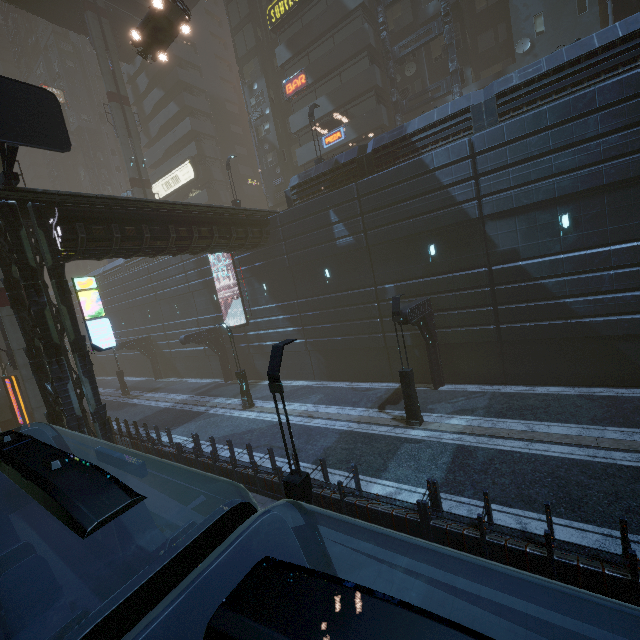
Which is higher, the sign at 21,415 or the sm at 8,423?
the sign at 21,415

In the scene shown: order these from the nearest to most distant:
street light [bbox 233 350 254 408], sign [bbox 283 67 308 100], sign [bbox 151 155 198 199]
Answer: street light [bbox 233 350 254 408] → sign [bbox 283 67 308 100] → sign [bbox 151 155 198 199]

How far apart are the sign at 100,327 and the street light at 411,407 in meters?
12.2

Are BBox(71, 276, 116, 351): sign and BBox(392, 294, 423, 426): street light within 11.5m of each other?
no

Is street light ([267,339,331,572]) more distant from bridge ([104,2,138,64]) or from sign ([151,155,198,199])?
sign ([151,155,198,199])

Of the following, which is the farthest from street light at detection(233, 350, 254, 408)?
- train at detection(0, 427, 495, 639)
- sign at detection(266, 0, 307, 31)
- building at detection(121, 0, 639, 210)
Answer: sign at detection(266, 0, 307, 31)

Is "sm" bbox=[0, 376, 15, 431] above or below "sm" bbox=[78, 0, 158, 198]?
Result: below

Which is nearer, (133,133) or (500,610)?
(500,610)
